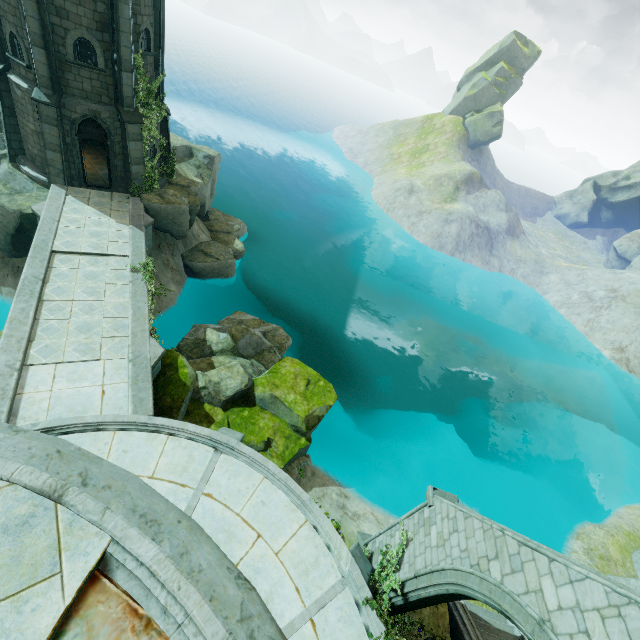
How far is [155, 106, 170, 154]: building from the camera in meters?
19.1

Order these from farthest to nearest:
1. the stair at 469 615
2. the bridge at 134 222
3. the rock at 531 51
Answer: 1. the rock at 531 51
2. the bridge at 134 222
3. the stair at 469 615

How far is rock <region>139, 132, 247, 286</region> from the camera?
19.2 meters

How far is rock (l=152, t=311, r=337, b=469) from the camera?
12.6m

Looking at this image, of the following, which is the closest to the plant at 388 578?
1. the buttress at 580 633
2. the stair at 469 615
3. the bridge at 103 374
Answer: the buttress at 580 633

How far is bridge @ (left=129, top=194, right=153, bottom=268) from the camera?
14.91m

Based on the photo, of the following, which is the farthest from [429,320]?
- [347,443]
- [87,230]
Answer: → [87,230]

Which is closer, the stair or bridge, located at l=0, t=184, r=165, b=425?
bridge, located at l=0, t=184, r=165, b=425
